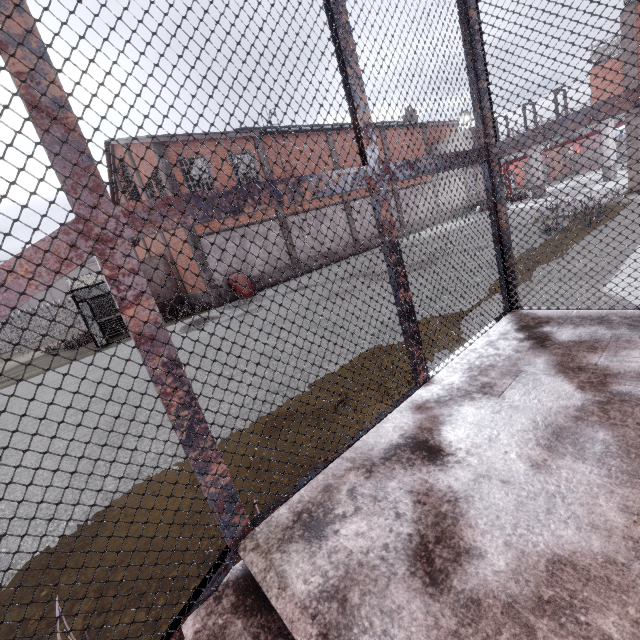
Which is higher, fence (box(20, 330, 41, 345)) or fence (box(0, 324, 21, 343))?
fence (box(0, 324, 21, 343))

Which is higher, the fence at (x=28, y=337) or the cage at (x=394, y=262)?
the cage at (x=394, y=262)

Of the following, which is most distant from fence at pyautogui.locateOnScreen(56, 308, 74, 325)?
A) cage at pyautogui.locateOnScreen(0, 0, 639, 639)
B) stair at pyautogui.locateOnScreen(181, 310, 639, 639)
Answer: stair at pyautogui.locateOnScreen(181, 310, 639, 639)

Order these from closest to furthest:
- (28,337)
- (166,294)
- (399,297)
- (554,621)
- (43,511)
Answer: (554,621)
(399,297)
(43,511)
(166,294)
(28,337)

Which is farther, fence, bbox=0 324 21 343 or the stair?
fence, bbox=0 324 21 343

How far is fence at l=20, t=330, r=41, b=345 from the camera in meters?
33.6

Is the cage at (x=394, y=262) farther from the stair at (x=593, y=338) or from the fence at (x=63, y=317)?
the fence at (x=63, y=317)
